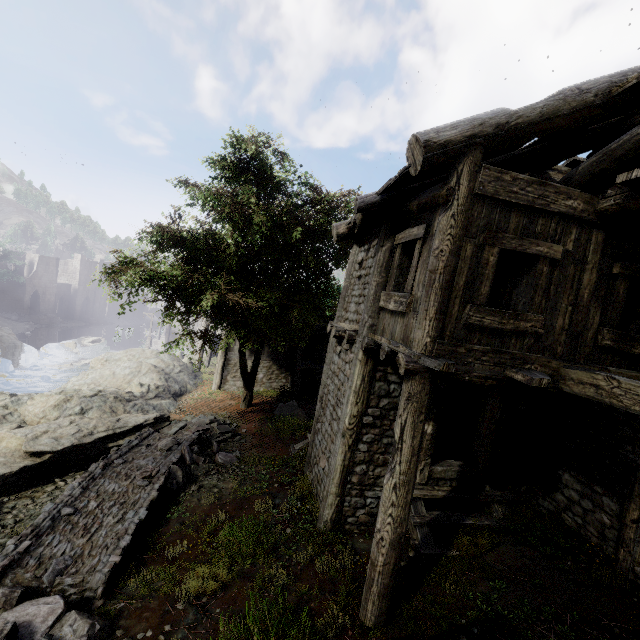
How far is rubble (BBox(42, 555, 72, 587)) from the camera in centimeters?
560cm

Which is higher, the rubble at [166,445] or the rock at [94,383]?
A: the rubble at [166,445]

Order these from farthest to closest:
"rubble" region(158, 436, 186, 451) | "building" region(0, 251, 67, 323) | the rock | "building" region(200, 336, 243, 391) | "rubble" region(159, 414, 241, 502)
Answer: "building" region(0, 251, 67, 323)
"building" region(200, 336, 243, 391)
the rock
"rubble" region(158, 436, 186, 451)
"rubble" region(159, 414, 241, 502)

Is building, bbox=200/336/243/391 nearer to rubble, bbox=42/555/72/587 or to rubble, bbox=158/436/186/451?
rubble, bbox=158/436/186/451

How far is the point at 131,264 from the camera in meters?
10.9 m

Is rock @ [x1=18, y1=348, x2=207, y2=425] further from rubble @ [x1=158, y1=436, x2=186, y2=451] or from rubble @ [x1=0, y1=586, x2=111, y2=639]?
rubble @ [x1=0, y1=586, x2=111, y2=639]

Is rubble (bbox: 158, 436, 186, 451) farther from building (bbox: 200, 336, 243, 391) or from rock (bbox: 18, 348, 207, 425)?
building (bbox: 200, 336, 243, 391)

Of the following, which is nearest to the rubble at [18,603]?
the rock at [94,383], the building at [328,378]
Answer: the building at [328,378]
